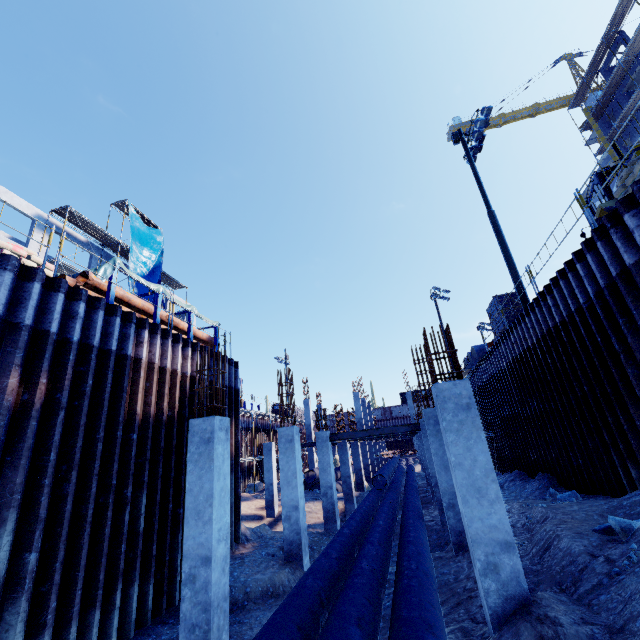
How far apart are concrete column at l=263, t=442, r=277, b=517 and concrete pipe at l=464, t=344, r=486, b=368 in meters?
14.9

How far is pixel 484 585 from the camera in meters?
4.7 m

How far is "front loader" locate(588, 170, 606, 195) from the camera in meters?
11.5 m

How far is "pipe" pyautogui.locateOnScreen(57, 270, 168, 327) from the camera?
8.8 meters

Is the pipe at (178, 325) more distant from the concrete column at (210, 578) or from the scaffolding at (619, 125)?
the scaffolding at (619, 125)

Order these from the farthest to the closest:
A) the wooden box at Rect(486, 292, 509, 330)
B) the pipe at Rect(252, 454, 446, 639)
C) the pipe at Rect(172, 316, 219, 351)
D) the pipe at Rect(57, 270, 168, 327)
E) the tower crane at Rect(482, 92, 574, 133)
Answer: the tower crane at Rect(482, 92, 574, 133), the wooden box at Rect(486, 292, 509, 330), the pipe at Rect(172, 316, 219, 351), the pipe at Rect(57, 270, 168, 327), the pipe at Rect(252, 454, 446, 639)

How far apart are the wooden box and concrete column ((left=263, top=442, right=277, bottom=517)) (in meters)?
15.01

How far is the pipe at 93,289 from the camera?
8.8 meters
